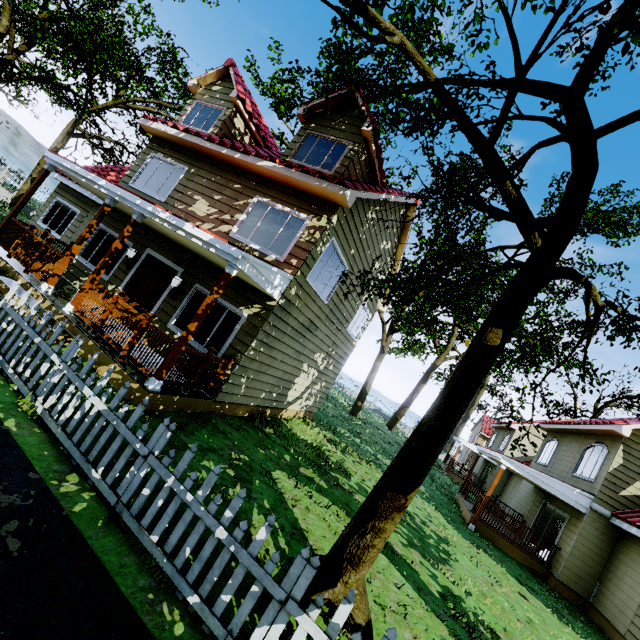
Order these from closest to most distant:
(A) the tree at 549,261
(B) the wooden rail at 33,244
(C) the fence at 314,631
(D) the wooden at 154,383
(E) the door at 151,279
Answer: (C) the fence at 314,631, (A) the tree at 549,261, (D) the wooden at 154,383, (B) the wooden rail at 33,244, (E) the door at 151,279

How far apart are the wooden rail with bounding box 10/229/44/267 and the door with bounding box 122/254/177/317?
2.03m

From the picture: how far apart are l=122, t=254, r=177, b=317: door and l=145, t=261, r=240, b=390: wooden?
3.4m

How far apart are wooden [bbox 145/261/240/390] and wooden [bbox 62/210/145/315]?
3.0 meters

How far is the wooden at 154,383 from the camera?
5.98m

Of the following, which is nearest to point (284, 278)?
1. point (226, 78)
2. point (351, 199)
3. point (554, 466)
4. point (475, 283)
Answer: point (351, 199)

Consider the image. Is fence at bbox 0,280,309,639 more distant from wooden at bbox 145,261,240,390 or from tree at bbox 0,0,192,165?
wooden at bbox 145,261,240,390

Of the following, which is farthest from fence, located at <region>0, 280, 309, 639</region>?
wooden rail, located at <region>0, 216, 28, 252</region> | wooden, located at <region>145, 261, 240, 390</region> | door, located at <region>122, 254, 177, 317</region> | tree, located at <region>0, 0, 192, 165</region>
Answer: wooden rail, located at <region>0, 216, 28, 252</region>
